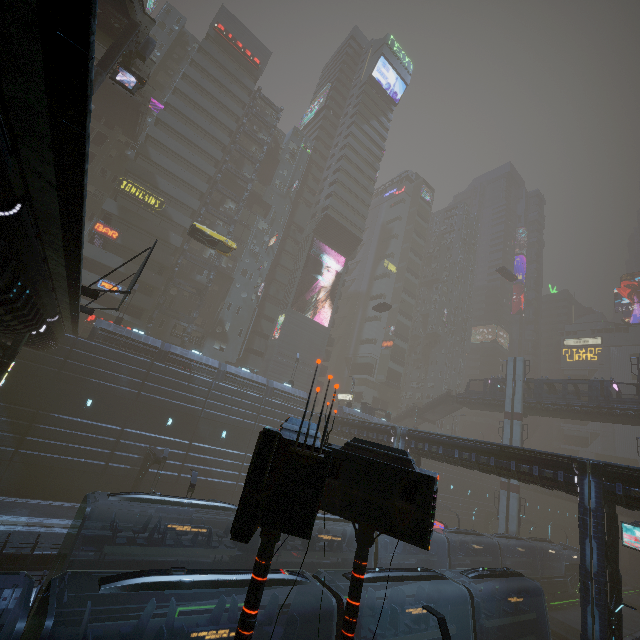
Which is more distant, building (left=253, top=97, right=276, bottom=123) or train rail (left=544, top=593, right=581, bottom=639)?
building (left=253, top=97, right=276, bottom=123)

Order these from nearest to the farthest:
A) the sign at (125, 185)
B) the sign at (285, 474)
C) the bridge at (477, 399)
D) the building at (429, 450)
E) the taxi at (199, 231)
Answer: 1. the sign at (285, 474)
2. the building at (429, 450)
3. the taxi at (199, 231)
4. the sign at (125, 185)
5. the bridge at (477, 399)

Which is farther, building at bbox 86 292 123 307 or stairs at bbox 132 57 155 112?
building at bbox 86 292 123 307

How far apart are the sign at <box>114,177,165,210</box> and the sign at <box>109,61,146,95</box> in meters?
20.0 m

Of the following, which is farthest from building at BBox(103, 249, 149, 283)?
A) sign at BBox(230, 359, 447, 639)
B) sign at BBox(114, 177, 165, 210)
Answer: sign at BBox(230, 359, 447, 639)

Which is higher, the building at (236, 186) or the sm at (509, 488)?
the building at (236, 186)

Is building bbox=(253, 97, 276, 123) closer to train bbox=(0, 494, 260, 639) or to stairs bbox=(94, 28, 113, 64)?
train bbox=(0, 494, 260, 639)

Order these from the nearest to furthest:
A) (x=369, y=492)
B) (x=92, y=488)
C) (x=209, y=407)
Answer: (x=369, y=492), (x=92, y=488), (x=209, y=407)
